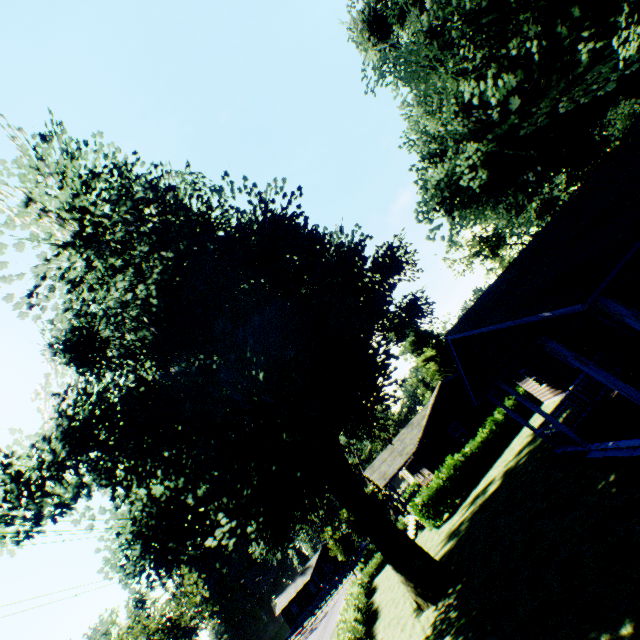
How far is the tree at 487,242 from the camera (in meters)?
46.81

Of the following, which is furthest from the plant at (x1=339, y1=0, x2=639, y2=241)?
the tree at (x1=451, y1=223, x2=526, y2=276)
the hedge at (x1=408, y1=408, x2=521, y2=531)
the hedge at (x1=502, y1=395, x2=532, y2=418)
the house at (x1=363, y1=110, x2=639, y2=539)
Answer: the hedge at (x1=502, y1=395, x2=532, y2=418)

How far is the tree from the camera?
46.81m

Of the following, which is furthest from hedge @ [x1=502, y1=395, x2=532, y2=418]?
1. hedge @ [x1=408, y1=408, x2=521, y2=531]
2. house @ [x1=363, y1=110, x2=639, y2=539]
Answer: hedge @ [x1=408, y1=408, x2=521, y2=531]

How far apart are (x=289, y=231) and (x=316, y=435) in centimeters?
1025cm

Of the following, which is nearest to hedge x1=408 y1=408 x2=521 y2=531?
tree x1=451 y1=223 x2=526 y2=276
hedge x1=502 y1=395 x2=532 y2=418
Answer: hedge x1=502 y1=395 x2=532 y2=418

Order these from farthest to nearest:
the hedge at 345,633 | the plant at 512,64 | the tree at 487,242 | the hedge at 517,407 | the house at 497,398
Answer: the tree at 487,242 < the hedge at 517,407 < the hedge at 345,633 < the plant at 512,64 < the house at 497,398
